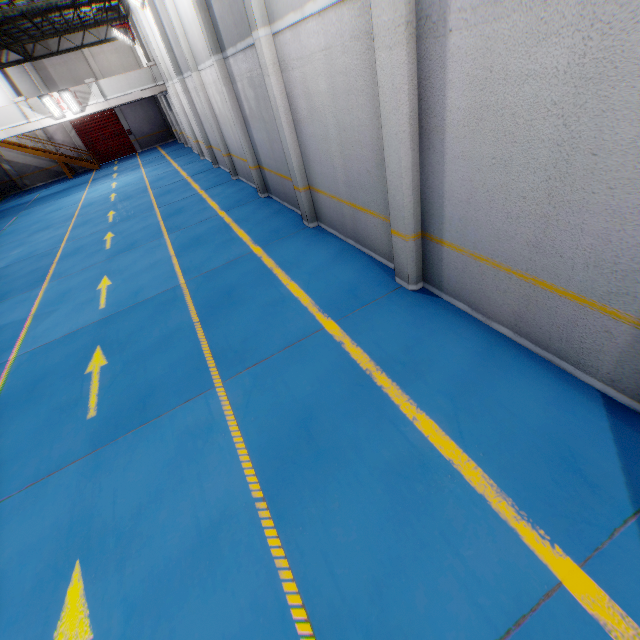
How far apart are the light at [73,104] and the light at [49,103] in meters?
0.1

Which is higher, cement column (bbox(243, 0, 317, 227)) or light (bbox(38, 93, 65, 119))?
light (bbox(38, 93, 65, 119))

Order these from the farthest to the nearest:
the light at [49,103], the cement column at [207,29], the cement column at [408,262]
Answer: the light at [49,103]
the cement column at [207,29]
the cement column at [408,262]

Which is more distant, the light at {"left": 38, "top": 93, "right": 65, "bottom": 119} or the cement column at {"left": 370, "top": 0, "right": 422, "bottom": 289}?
the light at {"left": 38, "top": 93, "right": 65, "bottom": 119}

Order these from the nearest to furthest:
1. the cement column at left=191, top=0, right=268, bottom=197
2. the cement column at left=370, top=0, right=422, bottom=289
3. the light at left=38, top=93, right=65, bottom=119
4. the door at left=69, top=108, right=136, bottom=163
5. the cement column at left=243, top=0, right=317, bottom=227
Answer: the cement column at left=370, top=0, right=422, bottom=289 → the cement column at left=243, top=0, right=317, bottom=227 → the cement column at left=191, top=0, right=268, bottom=197 → the light at left=38, top=93, right=65, bottom=119 → the door at left=69, top=108, right=136, bottom=163

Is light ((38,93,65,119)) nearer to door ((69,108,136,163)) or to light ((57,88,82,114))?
light ((57,88,82,114))

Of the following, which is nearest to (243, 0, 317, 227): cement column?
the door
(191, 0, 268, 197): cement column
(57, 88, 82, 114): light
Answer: (191, 0, 268, 197): cement column

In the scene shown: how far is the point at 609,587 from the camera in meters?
2.5 m
